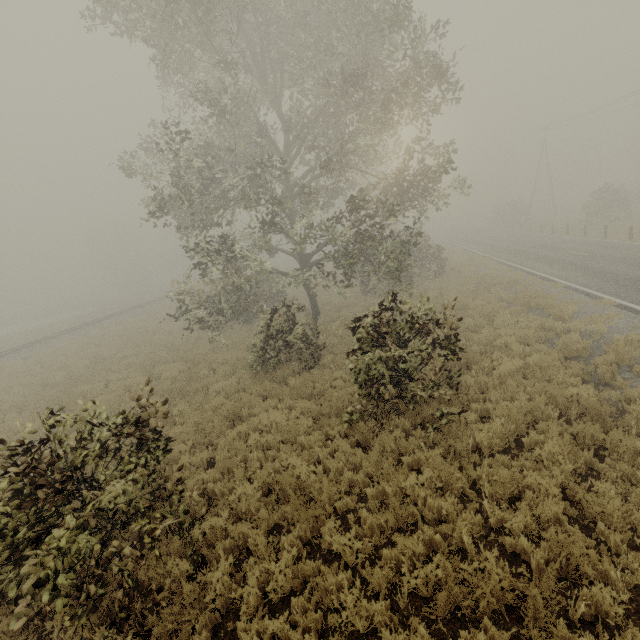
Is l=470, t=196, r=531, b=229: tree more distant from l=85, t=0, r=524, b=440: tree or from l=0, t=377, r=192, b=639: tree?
l=0, t=377, r=192, b=639: tree

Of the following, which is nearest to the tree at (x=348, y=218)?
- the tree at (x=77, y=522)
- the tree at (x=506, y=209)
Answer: the tree at (x=77, y=522)

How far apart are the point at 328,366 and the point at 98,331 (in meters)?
25.96

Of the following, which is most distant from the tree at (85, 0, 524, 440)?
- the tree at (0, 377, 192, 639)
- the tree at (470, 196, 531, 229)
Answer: the tree at (470, 196, 531, 229)

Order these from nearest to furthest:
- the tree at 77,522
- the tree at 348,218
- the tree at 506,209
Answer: the tree at 77,522 → the tree at 348,218 → the tree at 506,209

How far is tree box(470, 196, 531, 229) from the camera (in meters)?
44.47

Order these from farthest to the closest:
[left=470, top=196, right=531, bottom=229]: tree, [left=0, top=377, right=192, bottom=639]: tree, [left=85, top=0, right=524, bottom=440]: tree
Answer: [left=470, top=196, right=531, bottom=229]: tree
[left=85, top=0, right=524, bottom=440]: tree
[left=0, top=377, right=192, bottom=639]: tree
